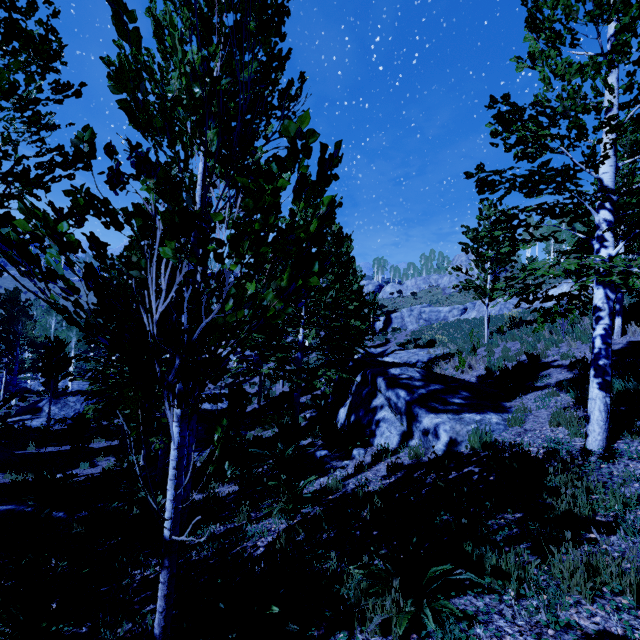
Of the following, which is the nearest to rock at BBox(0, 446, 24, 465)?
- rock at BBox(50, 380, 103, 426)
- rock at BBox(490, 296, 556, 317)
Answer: rock at BBox(50, 380, 103, 426)

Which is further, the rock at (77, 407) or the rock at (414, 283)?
the rock at (414, 283)

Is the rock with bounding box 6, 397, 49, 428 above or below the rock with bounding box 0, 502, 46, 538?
below

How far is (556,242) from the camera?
6.17m

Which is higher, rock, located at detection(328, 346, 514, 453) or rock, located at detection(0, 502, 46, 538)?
rock, located at detection(328, 346, 514, 453)

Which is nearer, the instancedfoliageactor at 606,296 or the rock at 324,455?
the instancedfoliageactor at 606,296

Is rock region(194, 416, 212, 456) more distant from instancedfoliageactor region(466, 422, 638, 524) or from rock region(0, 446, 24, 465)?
rock region(0, 446, 24, 465)

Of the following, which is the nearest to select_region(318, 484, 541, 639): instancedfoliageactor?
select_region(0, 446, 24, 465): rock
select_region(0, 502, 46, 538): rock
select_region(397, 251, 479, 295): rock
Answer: select_region(0, 502, 46, 538): rock
